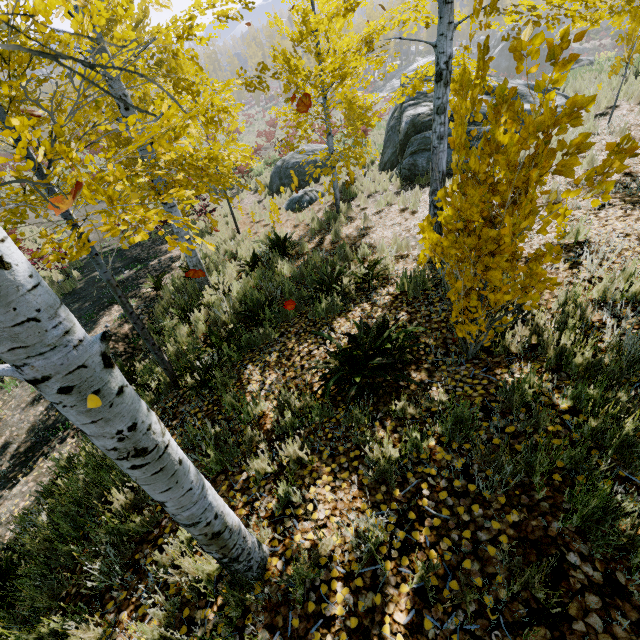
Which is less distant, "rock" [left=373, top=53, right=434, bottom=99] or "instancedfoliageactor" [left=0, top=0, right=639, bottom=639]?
"instancedfoliageactor" [left=0, top=0, right=639, bottom=639]

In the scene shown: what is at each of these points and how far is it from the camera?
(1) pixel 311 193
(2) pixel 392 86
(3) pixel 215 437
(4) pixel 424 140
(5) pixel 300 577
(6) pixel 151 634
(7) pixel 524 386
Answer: (1) rock, 12.3m
(2) rock, 41.9m
(3) instancedfoliageactor, 3.5m
(4) rock, 10.2m
(5) instancedfoliageactor, 2.1m
(6) instancedfoliageactor, 2.0m
(7) instancedfoliageactor, 2.9m

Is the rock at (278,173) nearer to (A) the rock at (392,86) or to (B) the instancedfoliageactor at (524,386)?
(B) the instancedfoliageactor at (524,386)

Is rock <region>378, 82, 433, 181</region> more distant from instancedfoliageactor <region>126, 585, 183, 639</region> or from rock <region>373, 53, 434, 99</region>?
rock <region>373, 53, 434, 99</region>

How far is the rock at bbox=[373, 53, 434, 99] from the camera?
12.6m

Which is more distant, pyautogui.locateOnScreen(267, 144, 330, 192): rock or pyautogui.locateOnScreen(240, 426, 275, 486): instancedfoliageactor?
pyautogui.locateOnScreen(267, 144, 330, 192): rock

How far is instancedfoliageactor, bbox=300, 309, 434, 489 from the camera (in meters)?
2.64

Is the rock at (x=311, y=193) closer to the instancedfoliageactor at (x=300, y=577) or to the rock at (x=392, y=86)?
the instancedfoliageactor at (x=300, y=577)
